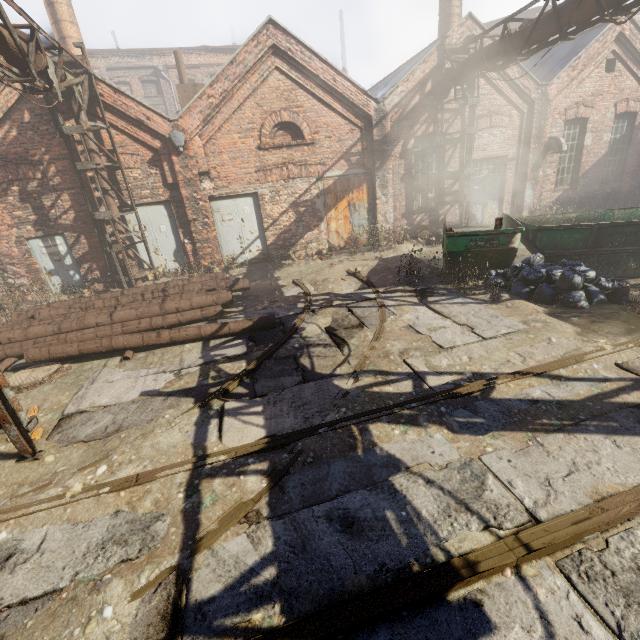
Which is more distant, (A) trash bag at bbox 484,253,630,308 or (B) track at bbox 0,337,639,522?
(A) trash bag at bbox 484,253,630,308

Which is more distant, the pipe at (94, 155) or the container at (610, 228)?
the pipe at (94, 155)

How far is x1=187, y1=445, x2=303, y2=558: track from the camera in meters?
2.9 m

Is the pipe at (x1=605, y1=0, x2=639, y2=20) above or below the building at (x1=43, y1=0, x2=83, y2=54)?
below

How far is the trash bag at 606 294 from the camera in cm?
653

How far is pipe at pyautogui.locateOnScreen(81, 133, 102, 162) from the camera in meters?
9.2

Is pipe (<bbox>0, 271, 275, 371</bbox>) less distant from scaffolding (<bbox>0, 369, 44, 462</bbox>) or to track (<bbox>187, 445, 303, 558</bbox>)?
scaffolding (<bbox>0, 369, 44, 462</bbox>)

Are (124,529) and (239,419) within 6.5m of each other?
yes
